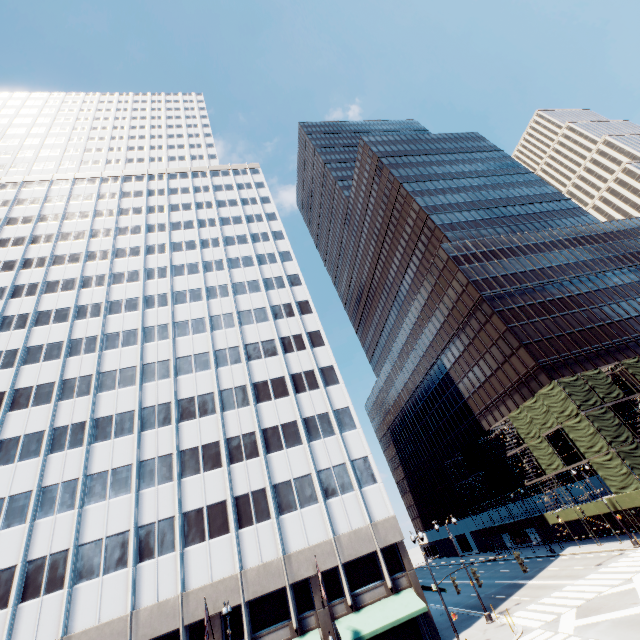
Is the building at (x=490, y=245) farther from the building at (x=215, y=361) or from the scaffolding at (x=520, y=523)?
the building at (x=215, y=361)

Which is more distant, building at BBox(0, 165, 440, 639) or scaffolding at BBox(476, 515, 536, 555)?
scaffolding at BBox(476, 515, 536, 555)

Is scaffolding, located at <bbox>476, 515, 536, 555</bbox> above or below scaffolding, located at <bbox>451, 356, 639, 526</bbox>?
below

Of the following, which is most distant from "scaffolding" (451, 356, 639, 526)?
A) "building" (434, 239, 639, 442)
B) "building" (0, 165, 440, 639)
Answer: "building" (0, 165, 440, 639)

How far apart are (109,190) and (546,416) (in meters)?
76.84

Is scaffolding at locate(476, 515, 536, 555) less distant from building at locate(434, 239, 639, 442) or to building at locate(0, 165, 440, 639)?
building at locate(434, 239, 639, 442)

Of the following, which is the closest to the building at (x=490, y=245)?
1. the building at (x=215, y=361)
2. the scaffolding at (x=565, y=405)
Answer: the scaffolding at (x=565, y=405)
